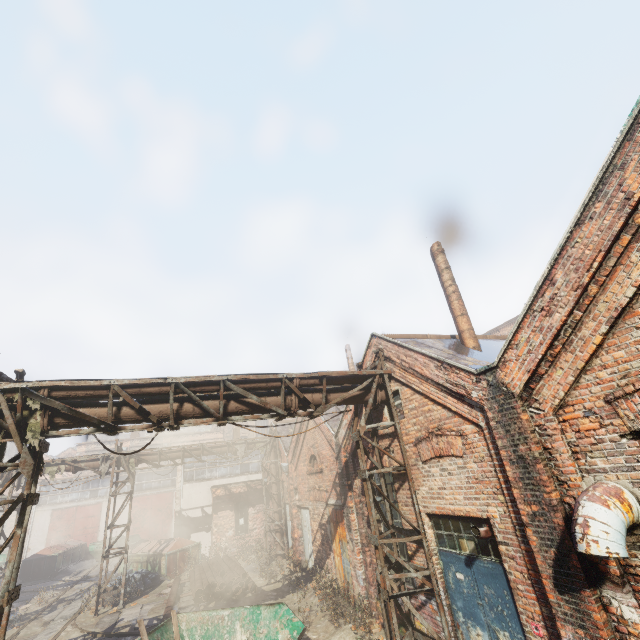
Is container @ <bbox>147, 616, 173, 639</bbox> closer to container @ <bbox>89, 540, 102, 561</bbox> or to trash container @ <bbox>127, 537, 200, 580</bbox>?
trash container @ <bbox>127, 537, 200, 580</bbox>

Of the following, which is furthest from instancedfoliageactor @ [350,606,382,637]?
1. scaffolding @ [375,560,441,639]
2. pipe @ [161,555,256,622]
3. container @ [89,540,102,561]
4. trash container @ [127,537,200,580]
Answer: container @ [89,540,102,561]

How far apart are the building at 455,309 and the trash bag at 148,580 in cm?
1953

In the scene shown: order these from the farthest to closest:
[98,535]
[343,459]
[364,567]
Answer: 1. [98,535]
2. [343,459]
3. [364,567]

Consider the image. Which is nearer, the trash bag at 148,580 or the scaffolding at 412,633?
the scaffolding at 412,633

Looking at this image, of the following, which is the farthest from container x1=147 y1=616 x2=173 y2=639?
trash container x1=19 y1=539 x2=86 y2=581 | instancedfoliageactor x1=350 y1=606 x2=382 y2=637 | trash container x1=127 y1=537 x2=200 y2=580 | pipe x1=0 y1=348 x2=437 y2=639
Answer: trash container x1=19 y1=539 x2=86 y2=581

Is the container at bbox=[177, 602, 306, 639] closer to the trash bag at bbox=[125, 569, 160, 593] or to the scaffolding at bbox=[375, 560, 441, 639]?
the scaffolding at bbox=[375, 560, 441, 639]

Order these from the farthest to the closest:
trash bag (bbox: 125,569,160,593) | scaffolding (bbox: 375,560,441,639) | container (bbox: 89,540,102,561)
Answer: container (bbox: 89,540,102,561) < trash bag (bbox: 125,569,160,593) < scaffolding (bbox: 375,560,441,639)
